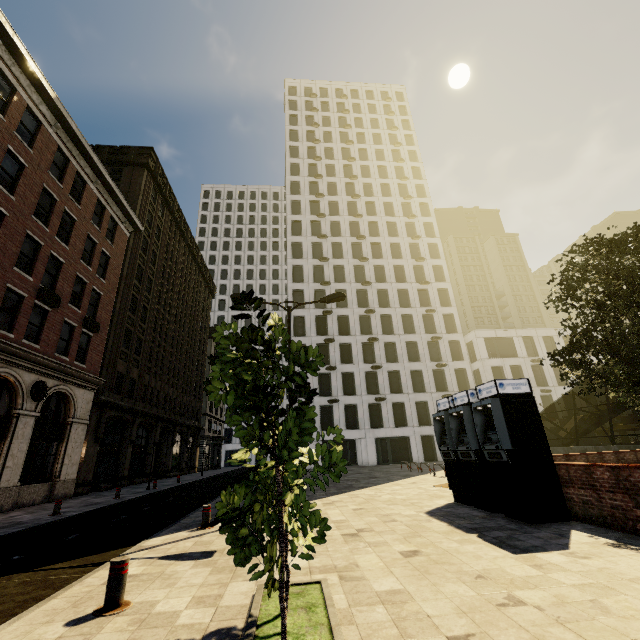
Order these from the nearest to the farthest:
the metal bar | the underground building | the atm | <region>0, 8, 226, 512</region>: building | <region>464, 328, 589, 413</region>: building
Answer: the metal bar → the atm → <region>0, 8, 226, 512</region>: building → the underground building → <region>464, 328, 589, 413</region>: building

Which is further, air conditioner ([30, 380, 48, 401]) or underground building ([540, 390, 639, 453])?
underground building ([540, 390, 639, 453])

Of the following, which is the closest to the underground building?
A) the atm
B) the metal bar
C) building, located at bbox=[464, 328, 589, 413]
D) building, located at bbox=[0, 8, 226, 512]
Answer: building, located at bbox=[464, 328, 589, 413]

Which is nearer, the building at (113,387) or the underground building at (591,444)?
the building at (113,387)

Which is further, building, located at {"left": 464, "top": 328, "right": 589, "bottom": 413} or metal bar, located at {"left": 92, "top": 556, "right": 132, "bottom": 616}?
building, located at {"left": 464, "top": 328, "right": 589, "bottom": 413}

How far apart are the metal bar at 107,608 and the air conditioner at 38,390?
15.79m

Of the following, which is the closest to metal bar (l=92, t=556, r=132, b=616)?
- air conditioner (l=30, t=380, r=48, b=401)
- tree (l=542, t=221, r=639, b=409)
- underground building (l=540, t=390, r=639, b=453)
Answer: tree (l=542, t=221, r=639, b=409)

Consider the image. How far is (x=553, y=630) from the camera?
3.2m
